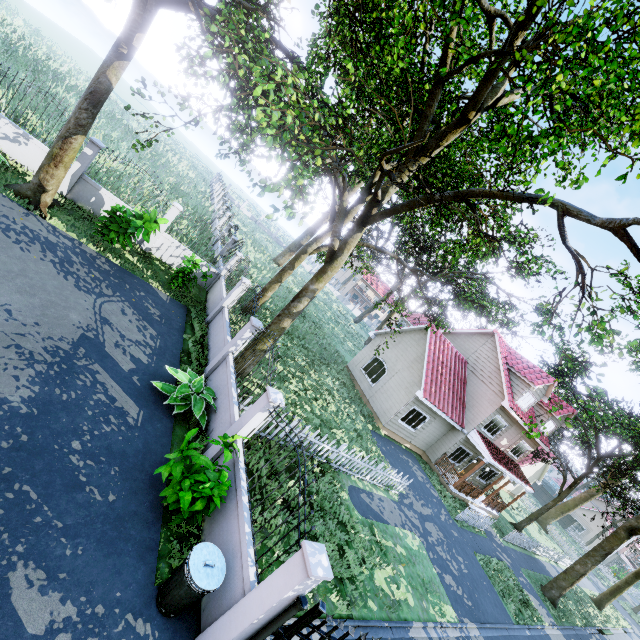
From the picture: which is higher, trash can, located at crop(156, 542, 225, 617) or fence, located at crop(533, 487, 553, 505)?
fence, located at crop(533, 487, 553, 505)

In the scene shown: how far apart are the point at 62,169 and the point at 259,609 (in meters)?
12.85

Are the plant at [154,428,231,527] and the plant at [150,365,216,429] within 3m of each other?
yes

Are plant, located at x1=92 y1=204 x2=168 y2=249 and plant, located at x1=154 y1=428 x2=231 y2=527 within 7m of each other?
no

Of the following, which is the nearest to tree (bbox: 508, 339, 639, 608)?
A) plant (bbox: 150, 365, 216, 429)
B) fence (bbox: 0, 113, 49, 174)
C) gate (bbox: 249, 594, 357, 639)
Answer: fence (bbox: 0, 113, 49, 174)

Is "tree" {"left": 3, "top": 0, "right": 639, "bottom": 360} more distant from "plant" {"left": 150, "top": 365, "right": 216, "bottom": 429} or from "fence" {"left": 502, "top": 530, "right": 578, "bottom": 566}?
"plant" {"left": 150, "top": 365, "right": 216, "bottom": 429}

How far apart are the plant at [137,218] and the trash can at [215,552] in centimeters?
954cm

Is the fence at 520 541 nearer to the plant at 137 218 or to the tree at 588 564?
the tree at 588 564
